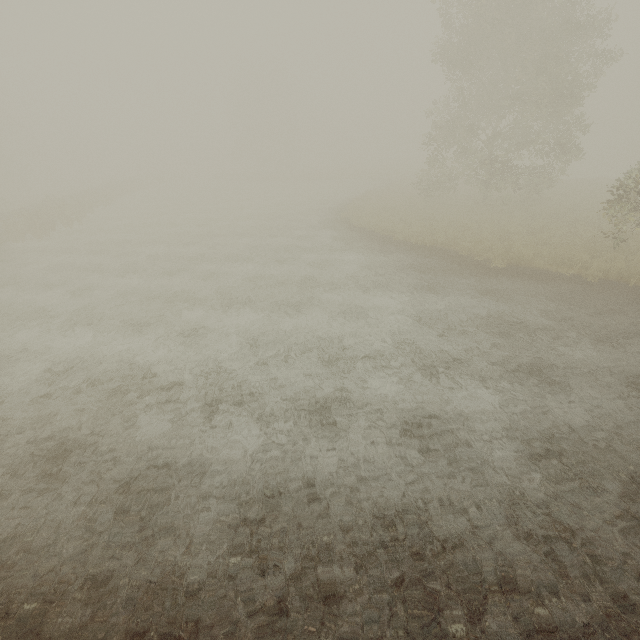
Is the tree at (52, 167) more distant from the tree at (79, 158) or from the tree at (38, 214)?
the tree at (38, 214)

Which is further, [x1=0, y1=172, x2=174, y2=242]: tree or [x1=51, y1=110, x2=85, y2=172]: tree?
[x1=51, y1=110, x2=85, y2=172]: tree

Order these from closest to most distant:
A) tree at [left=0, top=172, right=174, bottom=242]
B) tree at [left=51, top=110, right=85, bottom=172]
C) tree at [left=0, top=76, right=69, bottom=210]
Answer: tree at [left=0, top=172, right=174, bottom=242] → tree at [left=0, top=76, right=69, bottom=210] → tree at [left=51, top=110, right=85, bottom=172]

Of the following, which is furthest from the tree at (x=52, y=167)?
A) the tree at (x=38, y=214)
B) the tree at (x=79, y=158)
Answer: the tree at (x=38, y=214)

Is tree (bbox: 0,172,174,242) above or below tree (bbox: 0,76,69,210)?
below

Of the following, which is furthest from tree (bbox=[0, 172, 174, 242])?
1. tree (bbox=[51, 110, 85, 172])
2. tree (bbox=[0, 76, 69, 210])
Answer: tree (bbox=[51, 110, 85, 172])

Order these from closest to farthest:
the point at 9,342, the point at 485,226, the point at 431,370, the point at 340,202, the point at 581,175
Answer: the point at 431,370
the point at 9,342
the point at 485,226
the point at 340,202
the point at 581,175

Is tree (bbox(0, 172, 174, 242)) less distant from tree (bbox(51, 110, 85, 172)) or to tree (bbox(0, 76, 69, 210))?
tree (bbox(0, 76, 69, 210))
